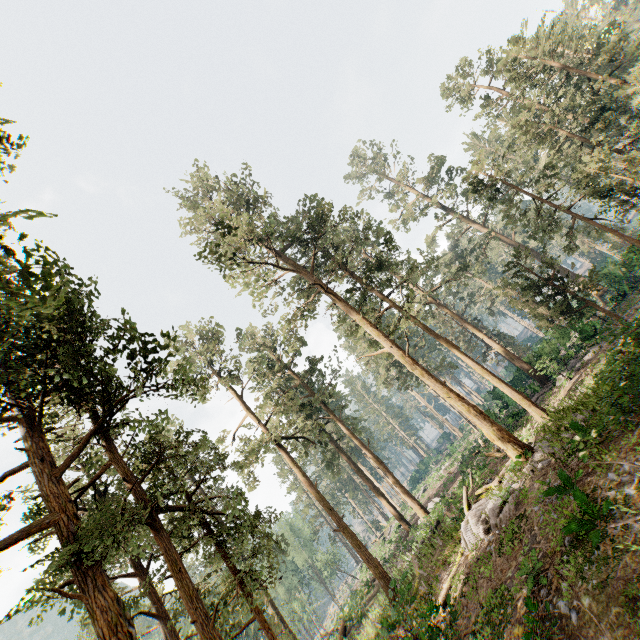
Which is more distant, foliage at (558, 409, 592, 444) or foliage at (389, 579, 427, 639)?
foliage at (558, 409, 592, 444)

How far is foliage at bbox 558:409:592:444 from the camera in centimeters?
1246cm

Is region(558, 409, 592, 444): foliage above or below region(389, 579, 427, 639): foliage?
above

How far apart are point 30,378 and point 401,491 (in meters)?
25.95

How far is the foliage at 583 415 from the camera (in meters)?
12.46

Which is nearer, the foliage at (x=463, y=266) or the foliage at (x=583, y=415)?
the foliage at (x=463, y=266)
